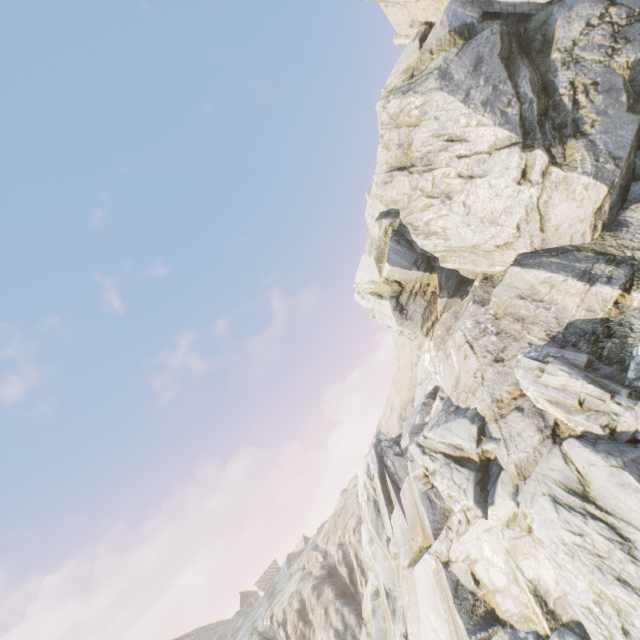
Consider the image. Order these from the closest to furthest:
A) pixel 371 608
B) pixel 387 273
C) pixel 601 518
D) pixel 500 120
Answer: pixel 601 518 < pixel 500 120 < pixel 371 608 < pixel 387 273
